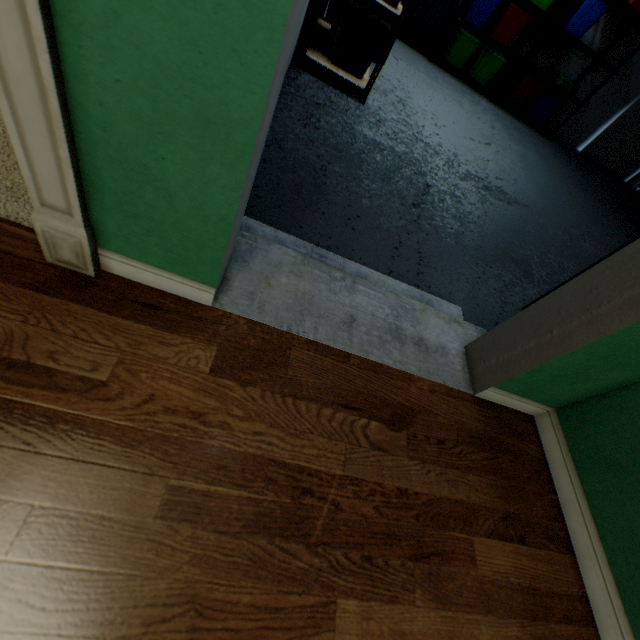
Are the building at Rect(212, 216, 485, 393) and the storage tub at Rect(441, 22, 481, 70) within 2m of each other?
no

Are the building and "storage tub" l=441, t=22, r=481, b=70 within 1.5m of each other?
no

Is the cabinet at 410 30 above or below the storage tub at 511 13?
below

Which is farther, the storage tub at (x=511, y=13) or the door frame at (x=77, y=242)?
the storage tub at (x=511, y=13)

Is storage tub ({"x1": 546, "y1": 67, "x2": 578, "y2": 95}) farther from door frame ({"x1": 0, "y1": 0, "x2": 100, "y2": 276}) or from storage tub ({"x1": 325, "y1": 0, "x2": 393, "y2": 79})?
door frame ({"x1": 0, "y1": 0, "x2": 100, "y2": 276})

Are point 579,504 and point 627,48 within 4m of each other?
no

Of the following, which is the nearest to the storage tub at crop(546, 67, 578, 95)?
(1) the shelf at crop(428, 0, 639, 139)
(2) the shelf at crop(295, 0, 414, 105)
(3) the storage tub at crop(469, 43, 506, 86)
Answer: (1) the shelf at crop(428, 0, 639, 139)

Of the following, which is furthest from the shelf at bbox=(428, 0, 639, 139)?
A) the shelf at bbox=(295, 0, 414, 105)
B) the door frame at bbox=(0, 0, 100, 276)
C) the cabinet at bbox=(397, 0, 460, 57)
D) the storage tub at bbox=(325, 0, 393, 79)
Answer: the door frame at bbox=(0, 0, 100, 276)
